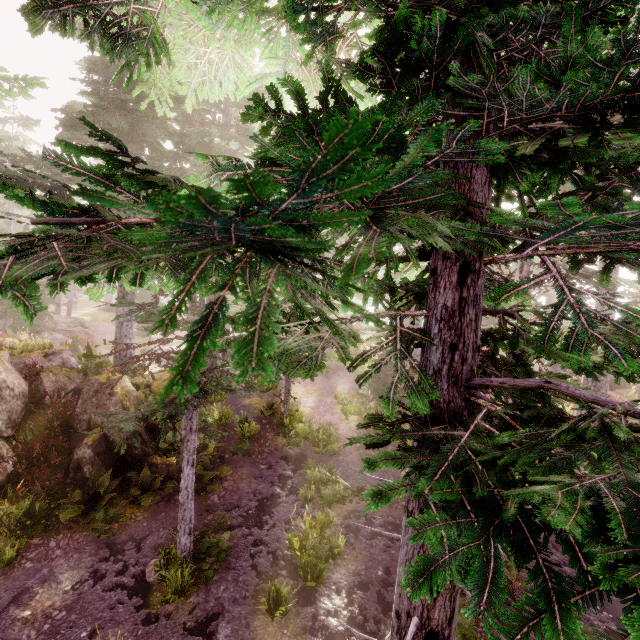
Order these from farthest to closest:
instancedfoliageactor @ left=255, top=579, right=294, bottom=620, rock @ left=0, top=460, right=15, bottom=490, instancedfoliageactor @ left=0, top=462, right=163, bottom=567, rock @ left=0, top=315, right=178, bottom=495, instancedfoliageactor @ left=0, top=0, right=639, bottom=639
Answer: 1. rock @ left=0, top=315, right=178, bottom=495
2. rock @ left=0, top=460, right=15, bottom=490
3. instancedfoliageactor @ left=0, top=462, right=163, bottom=567
4. instancedfoliageactor @ left=255, top=579, right=294, bottom=620
5. instancedfoliageactor @ left=0, top=0, right=639, bottom=639

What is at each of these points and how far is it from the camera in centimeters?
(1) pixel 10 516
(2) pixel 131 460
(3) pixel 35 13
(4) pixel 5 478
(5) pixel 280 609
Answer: (1) instancedfoliageactor, 935cm
(2) rock, 1173cm
(3) instancedfoliageactor, 255cm
(4) rock, 996cm
(5) instancedfoliageactor, 783cm

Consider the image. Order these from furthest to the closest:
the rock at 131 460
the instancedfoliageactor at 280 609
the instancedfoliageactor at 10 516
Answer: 1. the rock at 131 460
2. the instancedfoliageactor at 10 516
3. the instancedfoliageactor at 280 609

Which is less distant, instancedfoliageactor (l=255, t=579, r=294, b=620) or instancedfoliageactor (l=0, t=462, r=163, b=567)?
instancedfoliageactor (l=255, t=579, r=294, b=620)

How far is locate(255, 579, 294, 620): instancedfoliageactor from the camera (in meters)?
7.57

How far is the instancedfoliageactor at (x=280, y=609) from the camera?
7.6m

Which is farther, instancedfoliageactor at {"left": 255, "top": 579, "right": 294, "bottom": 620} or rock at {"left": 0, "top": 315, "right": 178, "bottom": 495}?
Result: rock at {"left": 0, "top": 315, "right": 178, "bottom": 495}
